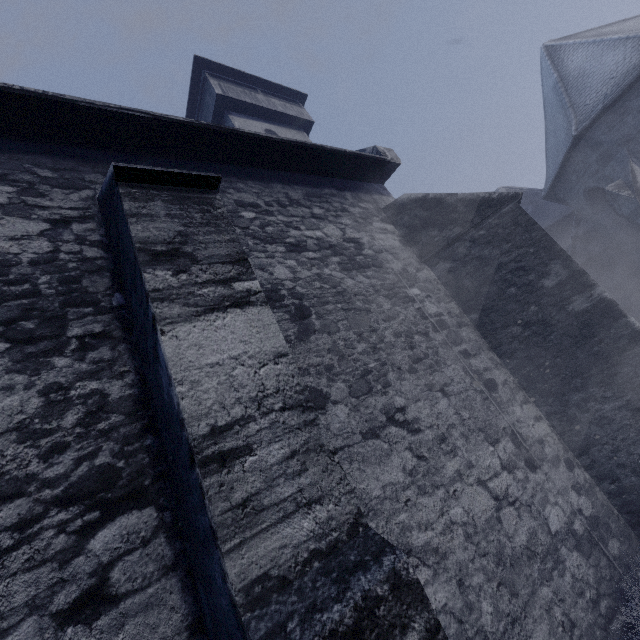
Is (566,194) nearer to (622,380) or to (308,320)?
(622,380)
